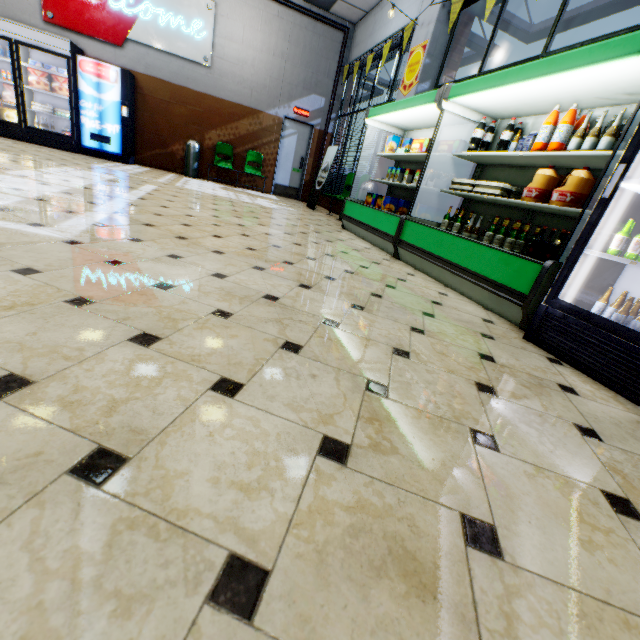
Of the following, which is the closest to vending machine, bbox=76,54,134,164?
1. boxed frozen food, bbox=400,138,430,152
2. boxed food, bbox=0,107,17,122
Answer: boxed food, bbox=0,107,17,122

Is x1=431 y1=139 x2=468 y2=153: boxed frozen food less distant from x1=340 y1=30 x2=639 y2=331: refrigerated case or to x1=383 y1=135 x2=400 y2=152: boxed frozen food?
x1=340 y1=30 x2=639 y2=331: refrigerated case

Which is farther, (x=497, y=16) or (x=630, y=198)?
(x=497, y=16)

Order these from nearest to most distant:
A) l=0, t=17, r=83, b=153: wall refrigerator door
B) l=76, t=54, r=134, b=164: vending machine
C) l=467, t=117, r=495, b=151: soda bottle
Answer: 1. l=467, t=117, r=495, b=151: soda bottle
2. l=0, t=17, r=83, b=153: wall refrigerator door
3. l=76, t=54, r=134, b=164: vending machine

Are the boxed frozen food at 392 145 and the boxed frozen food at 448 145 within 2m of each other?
yes

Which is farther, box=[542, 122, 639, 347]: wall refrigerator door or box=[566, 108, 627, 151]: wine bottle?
box=[566, 108, 627, 151]: wine bottle

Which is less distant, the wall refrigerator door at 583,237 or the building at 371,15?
the wall refrigerator door at 583,237

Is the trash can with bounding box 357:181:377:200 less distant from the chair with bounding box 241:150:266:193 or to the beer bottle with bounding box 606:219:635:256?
the chair with bounding box 241:150:266:193
